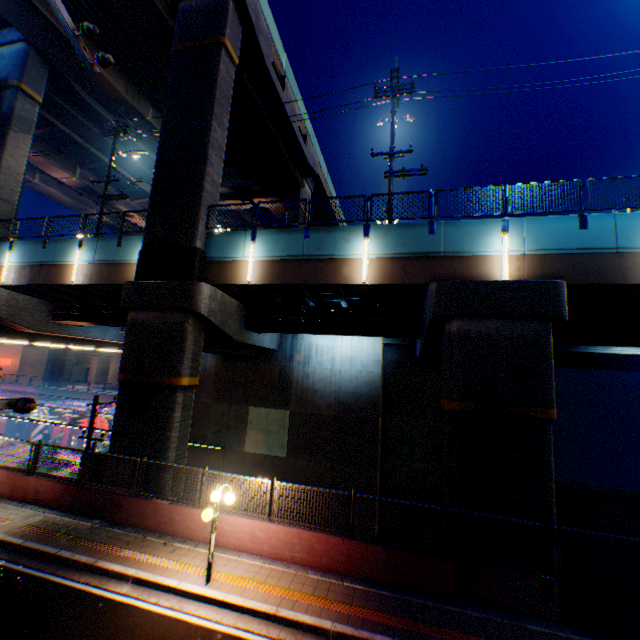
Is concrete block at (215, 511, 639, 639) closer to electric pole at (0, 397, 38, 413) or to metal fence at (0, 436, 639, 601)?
metal fence at (0, 436, 639, 601)

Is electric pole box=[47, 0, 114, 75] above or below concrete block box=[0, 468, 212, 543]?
above

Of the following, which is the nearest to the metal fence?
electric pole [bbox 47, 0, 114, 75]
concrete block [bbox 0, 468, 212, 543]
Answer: concrete block [bbox 0, 468, 212, 543]

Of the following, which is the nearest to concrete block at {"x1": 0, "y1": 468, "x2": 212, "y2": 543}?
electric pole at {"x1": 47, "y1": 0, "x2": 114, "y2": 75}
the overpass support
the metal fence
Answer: the metal fence

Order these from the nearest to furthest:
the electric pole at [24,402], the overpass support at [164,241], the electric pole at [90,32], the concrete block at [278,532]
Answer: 1. the electric pole at [24,402]
2. the electric pole at [90,32]
3. the concrete block at [278,532]
4. the overpass support at [164,241]

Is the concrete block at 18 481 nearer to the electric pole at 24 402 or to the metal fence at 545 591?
the metal fence at 545 591

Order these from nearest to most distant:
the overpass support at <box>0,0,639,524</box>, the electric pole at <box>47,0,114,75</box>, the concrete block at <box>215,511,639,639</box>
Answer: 1. the electric pole at <box>47,0,114,75</box>
2. the concrete block at <box>215,511,639,639</box>
3. the overpass support at <box>0,0,639,524</box>

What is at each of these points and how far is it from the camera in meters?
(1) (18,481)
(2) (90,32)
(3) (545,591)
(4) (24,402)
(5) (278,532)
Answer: (1) concrete block, 12.5 m
(2) electric pole, 3.5 m
(3) metal fence, 8.1 m
(4) electric pole, 2.8 m
(5) concrete block, 9.8 m
